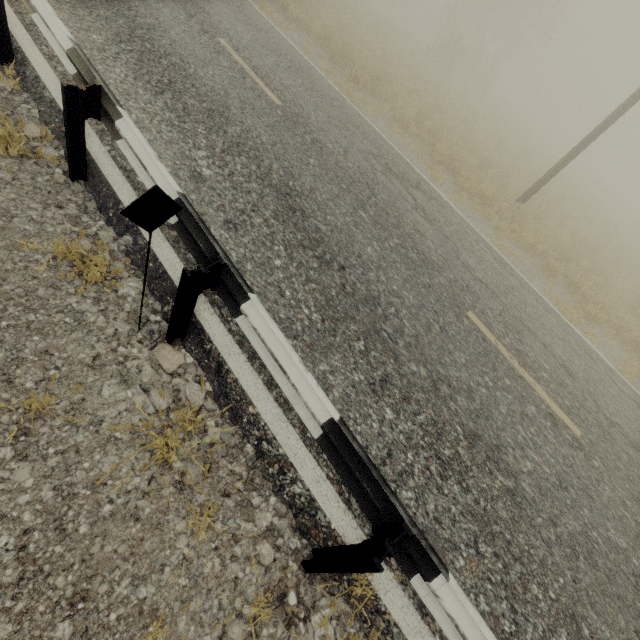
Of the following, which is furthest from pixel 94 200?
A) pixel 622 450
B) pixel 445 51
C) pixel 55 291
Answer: pixel 445 51

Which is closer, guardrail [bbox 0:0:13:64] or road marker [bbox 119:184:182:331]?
road marker [bbox 119:184:182:331]

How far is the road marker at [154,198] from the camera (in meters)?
1.67

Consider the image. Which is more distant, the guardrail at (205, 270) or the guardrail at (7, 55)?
the guardrail at (7, 55)

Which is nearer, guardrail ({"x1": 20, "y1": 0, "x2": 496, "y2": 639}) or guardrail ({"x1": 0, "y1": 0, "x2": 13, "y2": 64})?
guardrail ({"x1": 20, "y1": 0, "x2": 496, "y2": 639})

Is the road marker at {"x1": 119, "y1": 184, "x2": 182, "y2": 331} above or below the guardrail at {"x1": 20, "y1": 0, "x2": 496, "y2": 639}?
above

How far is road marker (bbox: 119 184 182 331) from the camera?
1.7m

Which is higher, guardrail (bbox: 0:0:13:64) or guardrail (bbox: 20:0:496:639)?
guardrail (bbox: 20:0:496:639)
